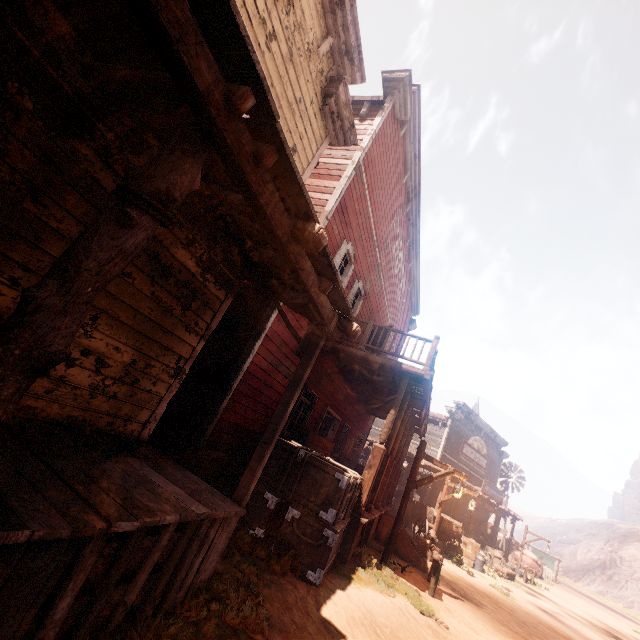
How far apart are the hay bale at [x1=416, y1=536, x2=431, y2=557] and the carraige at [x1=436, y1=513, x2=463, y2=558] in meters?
1.4

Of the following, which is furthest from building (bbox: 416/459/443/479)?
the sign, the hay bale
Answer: the sign

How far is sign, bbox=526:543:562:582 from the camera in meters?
34.6

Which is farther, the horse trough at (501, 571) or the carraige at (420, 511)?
the horse trough at (501, 571)

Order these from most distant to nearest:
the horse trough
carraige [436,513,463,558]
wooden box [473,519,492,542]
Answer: wooden box [473,519,492,542], the horse trough, carraige [436,513,463,558]

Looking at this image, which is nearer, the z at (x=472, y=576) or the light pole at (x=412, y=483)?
the z at (x=472, y=576)

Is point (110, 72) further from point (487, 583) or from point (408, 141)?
point (487, 583)

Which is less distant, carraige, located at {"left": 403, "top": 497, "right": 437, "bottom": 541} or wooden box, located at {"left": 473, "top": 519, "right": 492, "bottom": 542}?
carraige, located at {"left": 403, "top": 497, "right": 437, "bottom": 541}
